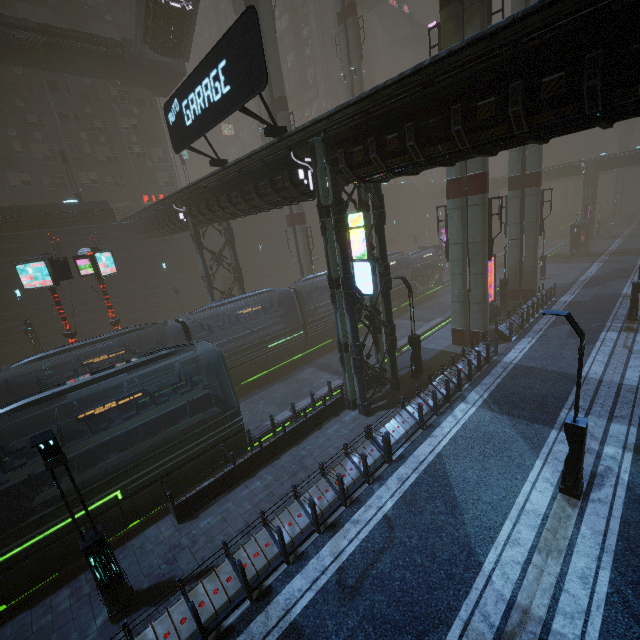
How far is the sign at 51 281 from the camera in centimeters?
1727cm

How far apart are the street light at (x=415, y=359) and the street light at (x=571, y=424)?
7.7 meters

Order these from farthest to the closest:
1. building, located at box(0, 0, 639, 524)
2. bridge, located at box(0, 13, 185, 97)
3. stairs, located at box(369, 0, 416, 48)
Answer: stairs, located at box(369, 0, 416, 48), bridge, located at box(0, 13, 185, 97), building, located at box(0, 0, 639, 524)

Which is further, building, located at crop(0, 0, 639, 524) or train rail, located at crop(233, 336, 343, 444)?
train rail, located at crop(233, 336, 343, 444)

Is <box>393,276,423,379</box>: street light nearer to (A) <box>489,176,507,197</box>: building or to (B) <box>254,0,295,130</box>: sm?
(A) <box>489,176,507,197</box>: building

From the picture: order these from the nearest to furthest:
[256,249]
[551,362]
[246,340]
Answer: [551,362]
[246,340]
[256,249]

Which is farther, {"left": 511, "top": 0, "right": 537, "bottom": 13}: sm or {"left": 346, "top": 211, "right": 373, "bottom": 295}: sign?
{"left": 511, "top": 0, "right": 537, "bottom": 13}: sm

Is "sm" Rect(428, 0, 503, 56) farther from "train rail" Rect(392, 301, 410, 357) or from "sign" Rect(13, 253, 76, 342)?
"sign" Rect(13, 253, 76, 342)
